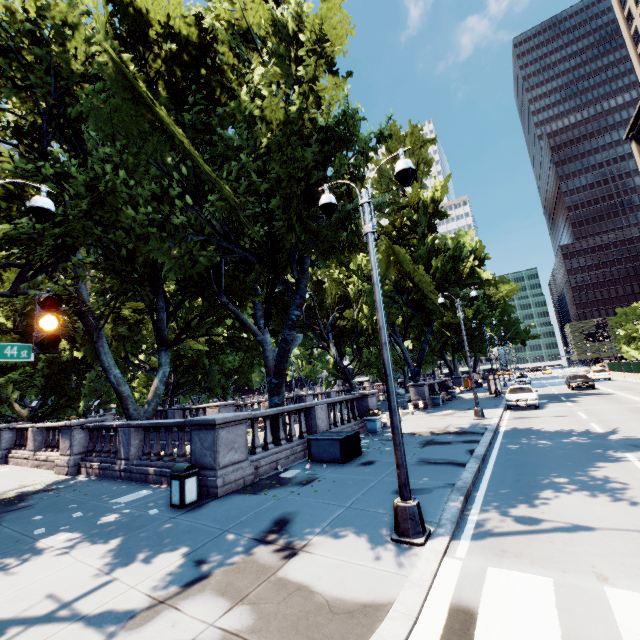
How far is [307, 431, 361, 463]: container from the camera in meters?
11.2 m

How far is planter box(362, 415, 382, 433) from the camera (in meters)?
16.34

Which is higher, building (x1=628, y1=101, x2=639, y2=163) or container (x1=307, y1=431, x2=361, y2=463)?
building (x1=628, y1=101, x2=639, y2=163)

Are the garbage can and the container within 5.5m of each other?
yes

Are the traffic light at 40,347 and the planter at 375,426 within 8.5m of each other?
no

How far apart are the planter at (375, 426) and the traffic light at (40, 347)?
14.1 meters

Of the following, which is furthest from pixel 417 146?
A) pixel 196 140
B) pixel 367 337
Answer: pixel 196 140

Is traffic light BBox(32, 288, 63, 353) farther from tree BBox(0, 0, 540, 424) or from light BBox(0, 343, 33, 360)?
tree BBox(0, 0, 540, 424)
